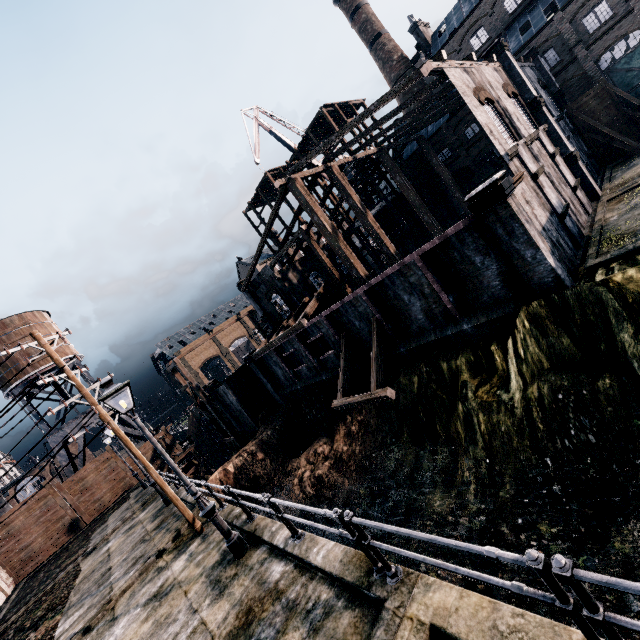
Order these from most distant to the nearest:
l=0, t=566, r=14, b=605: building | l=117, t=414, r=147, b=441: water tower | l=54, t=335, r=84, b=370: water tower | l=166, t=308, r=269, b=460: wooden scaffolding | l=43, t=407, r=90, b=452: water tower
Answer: l=117, t=414, r=147, b=441: water tower
l=54, t=335, r=84, b=370: water tower
l=166, t=308, r=269, b=460: wooden scaffolding
l=43, t=407, r=90, b=452: water tower
l=0, t=566, r=14, b=605: building

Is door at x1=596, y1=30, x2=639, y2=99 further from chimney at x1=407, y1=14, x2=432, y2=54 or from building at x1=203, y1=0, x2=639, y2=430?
chimney at x1=407, y1=14, x2=432, y2=54

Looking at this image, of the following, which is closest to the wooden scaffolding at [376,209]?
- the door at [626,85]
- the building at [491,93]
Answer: the building at [491,93]

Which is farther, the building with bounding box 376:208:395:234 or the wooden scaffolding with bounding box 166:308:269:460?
the building with bounding box 376:208:395:234

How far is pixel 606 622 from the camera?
2.57m

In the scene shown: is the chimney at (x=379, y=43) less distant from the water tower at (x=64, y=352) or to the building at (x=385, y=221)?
the building at (x=385, y=221)

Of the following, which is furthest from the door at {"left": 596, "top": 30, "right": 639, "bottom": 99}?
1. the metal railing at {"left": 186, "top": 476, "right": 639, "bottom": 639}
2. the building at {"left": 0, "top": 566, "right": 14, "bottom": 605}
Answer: the building at {"left": 0, "top": 566, "right": 14, "bottom": 605}

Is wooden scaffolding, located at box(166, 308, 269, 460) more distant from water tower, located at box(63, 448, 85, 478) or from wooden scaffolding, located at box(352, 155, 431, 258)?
water tower, located at box(63, 448, 85, 478)
